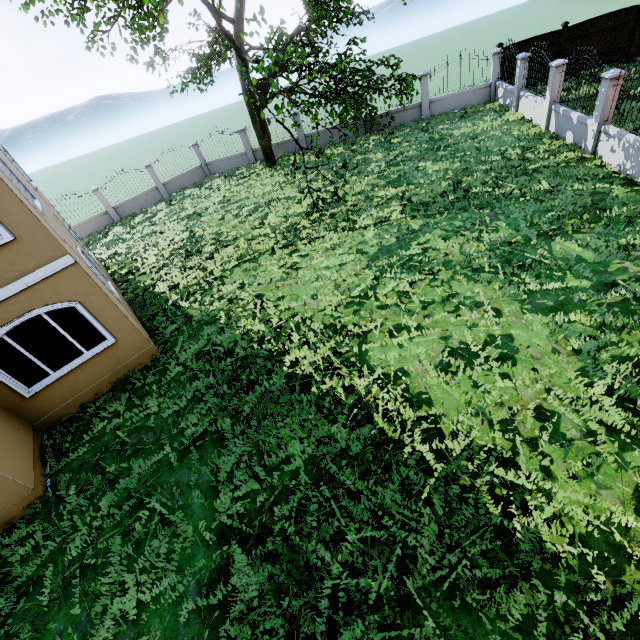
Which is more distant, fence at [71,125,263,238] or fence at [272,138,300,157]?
fence at [272,138,300,157]

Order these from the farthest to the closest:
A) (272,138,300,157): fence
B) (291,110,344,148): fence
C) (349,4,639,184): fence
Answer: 1. (272,138,300,157): fence
2. (291,110,344,148): fence
3. (349,4,639,184): fence

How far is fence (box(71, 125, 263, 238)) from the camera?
20.2 meters

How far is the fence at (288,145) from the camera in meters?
21.1 m

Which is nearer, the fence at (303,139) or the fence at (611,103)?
the fence at (611,103)

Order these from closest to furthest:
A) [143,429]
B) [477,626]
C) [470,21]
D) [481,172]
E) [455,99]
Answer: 1. [477,626]
2. [143,429]
3. [481,172]
4. [455,99]
5. [470,21]

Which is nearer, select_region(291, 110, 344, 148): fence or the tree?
the tree
